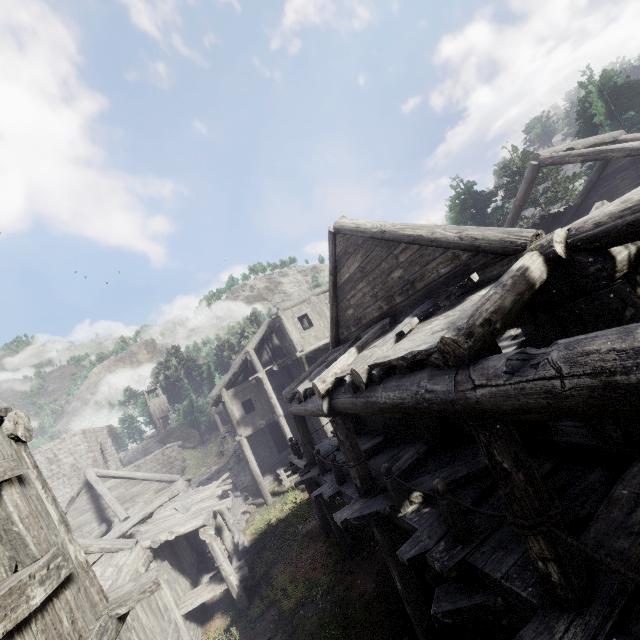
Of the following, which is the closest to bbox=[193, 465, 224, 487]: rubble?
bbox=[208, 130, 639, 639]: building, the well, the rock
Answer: bbox=[208, 130, 639, 639]: building

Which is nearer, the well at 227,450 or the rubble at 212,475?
the rubble at 212,475

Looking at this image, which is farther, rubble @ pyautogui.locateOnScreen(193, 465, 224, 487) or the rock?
the rock

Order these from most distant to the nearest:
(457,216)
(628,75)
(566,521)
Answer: (457,216), (628,75), (566,521)

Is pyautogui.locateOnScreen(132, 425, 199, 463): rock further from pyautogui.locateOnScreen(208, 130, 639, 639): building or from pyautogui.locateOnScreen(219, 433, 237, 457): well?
pyautogui.locateOnScreen(219, 433, 237, 457): well

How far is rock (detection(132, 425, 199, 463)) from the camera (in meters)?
54.22

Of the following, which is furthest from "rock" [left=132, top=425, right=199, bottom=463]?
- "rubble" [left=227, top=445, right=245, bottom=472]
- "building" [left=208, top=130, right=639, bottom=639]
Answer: "rubble" [left=227, top=445, right=245, bottom=472]

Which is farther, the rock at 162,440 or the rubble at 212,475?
the rock at 162,440
